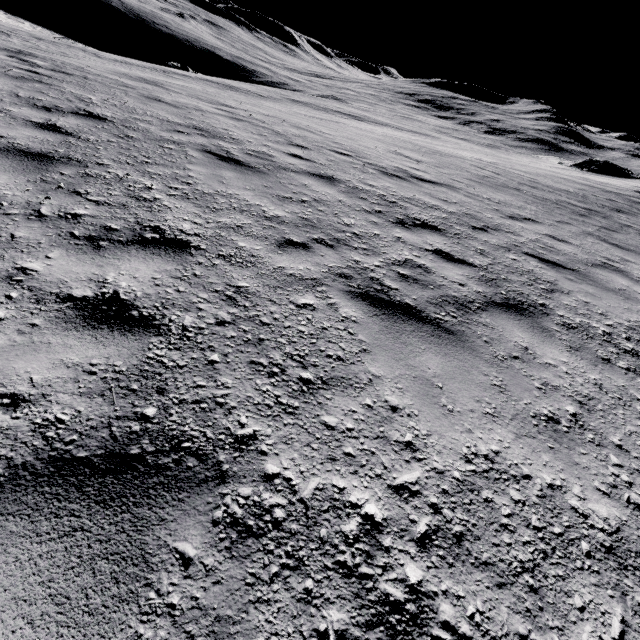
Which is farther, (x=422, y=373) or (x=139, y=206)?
(x=139, y=206)
